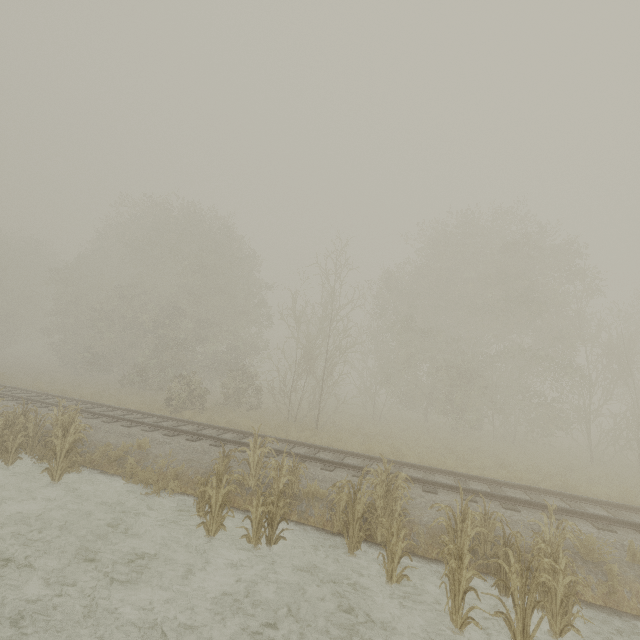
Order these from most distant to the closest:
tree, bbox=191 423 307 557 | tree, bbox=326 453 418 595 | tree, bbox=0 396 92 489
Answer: tree, bbox=0 396 92 489 < tree, bbox=191 423 307 557 < tree, bbox=326 453 418 595

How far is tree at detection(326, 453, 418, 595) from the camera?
5.94m

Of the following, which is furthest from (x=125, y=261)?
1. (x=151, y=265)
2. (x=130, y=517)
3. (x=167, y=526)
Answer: (x=167, y=526)

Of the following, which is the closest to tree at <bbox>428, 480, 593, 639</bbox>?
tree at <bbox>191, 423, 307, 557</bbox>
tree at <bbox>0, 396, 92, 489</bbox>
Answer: tree at <bbox>191, 423, 307, 557</bbox>

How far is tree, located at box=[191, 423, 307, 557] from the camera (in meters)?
6.64

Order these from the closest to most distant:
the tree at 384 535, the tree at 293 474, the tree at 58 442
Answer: the tree at 384 535 < the tree at 293 474 < the tree at 58 442

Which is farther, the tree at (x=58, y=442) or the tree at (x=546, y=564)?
the tree at (x=58, y=442)
